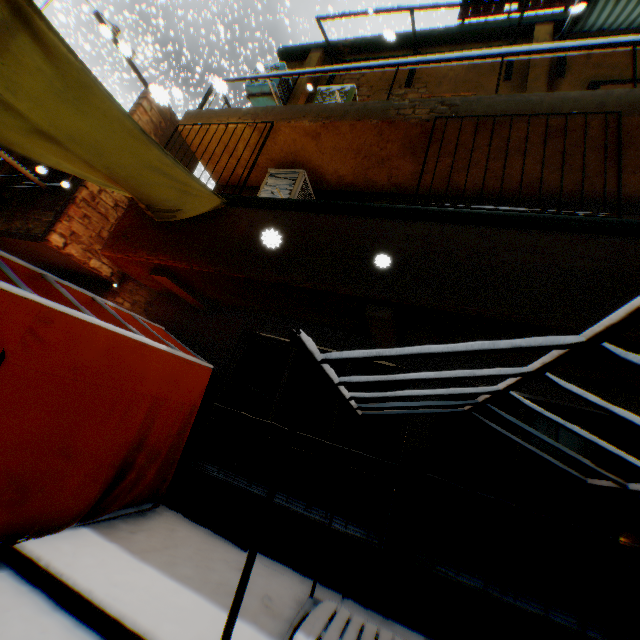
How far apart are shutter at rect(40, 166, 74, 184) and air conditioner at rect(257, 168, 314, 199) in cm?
463

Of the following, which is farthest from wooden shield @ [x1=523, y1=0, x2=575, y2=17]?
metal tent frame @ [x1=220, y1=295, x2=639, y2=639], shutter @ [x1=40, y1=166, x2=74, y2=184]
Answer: shutter @ [x1=40, y1=166, x2=74, y2=184]

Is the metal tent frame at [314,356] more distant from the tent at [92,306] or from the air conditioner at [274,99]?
the air conditioner at [274,99]

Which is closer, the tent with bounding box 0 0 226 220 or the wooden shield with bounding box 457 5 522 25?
the tent with bounding box 0 0 226 220

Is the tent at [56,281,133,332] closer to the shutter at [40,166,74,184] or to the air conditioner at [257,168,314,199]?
the air conditioner at [257,168,314,199]

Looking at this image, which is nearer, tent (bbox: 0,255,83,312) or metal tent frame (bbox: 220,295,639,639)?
metal tent frame (bbox: 220,295,639,639)

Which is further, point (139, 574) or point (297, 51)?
point (297, 51)

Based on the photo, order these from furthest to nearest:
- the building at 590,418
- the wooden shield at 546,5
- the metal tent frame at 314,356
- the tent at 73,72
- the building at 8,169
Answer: the building at 8,169 → the wooden shield at 546,5 → the building at 590,418 → the tent at 73,72 → the metal tent frame at 314,356
